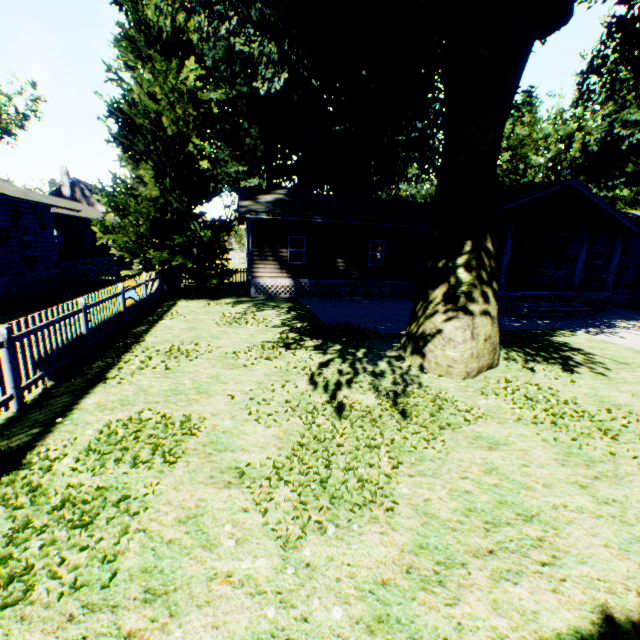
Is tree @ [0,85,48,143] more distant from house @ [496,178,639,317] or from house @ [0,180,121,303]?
house @ [496,178,639,317]

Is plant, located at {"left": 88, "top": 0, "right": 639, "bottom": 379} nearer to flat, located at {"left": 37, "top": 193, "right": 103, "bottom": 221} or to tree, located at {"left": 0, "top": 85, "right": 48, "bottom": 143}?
tree, located at {"left": 0, "top": 85, "right": 48, "bottom": 143}

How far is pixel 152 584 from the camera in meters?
2.9

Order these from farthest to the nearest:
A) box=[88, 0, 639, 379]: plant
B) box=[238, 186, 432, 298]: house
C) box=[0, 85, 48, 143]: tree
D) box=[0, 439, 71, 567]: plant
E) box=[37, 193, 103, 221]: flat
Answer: box=[0, 85, 48, 143]: tree → box=[37, 193, 103, 221]: flat → box=[238, 186, 432, 298]: house → box=[88, 0, 639, 379]: plant → box=[0, 439, 71, 567]: plant

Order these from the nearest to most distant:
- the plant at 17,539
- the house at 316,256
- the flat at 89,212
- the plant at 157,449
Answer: the plant at 17,539, the plant at 157,449, the house at 316,256, the flat at 89,212

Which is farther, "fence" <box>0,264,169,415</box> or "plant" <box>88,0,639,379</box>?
"plant" <box>88,0,639,379</box>

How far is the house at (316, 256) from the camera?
18.00m

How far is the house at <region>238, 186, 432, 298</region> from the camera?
18.0 meters
